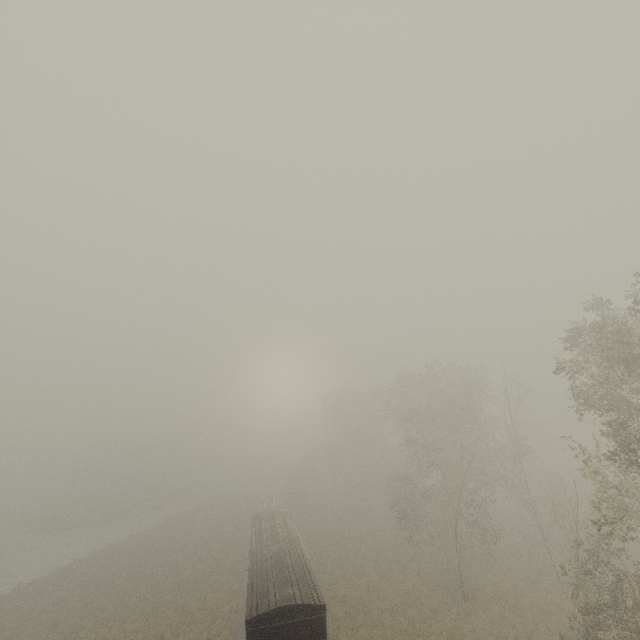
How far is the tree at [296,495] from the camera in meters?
51.1 m

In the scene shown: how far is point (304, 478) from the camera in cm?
5772

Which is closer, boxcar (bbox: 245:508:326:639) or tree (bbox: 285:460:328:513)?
boxcar (bbox: 245:508:326:639)

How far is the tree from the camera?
51.1m

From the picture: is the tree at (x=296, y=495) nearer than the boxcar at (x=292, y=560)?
No
